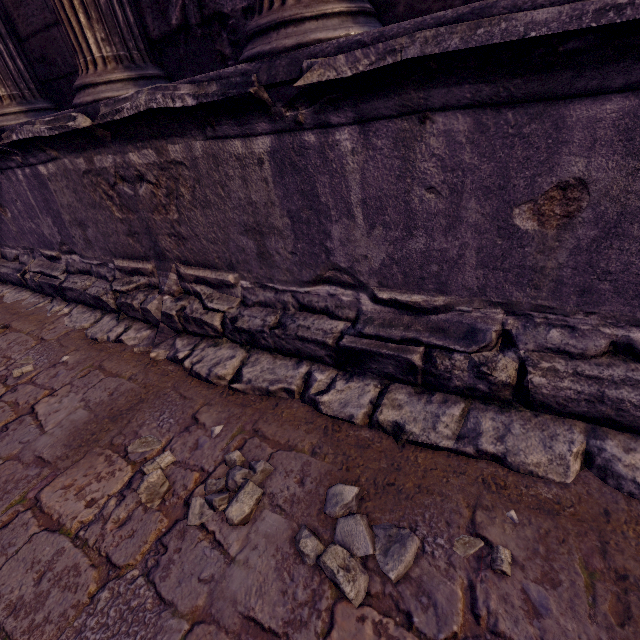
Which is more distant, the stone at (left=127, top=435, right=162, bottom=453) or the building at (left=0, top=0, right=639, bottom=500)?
the stone at (left=127, top=435, right=162, bottom=453)

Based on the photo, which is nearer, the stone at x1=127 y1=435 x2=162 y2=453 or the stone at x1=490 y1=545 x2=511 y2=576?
the stone at x1=490 y1=545 x2=511 y2=576

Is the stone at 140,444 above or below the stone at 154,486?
below

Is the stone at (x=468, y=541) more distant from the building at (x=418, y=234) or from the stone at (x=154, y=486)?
the stone at (x=154, y=486)

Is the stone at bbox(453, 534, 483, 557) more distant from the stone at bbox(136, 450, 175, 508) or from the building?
the stone at bbox(136, 450, 175, 508)

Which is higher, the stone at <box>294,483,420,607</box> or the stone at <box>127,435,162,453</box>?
the stone at <box>294,483,420,607</box>

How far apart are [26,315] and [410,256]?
3.77m

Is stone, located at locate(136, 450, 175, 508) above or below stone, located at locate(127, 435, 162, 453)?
above
